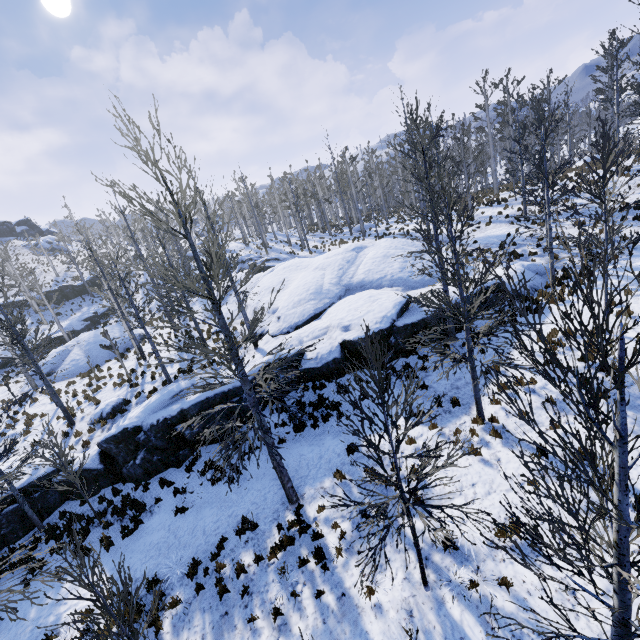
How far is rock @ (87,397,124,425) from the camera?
15.91m

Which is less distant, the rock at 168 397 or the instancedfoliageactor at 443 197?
the instancedfoliageactor at 443 197

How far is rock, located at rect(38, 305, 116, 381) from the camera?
24.10m

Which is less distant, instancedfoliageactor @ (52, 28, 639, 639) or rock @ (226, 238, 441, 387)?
instancedfoliageactor @ (52, 28, 639, 639)

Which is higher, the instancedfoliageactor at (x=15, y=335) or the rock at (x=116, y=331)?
the instancedfoliageactor at (x=15, y=335)

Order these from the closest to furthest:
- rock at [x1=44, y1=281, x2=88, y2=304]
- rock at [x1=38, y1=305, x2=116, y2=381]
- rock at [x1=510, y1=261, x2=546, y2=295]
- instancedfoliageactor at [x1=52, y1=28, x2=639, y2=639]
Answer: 1. instancedfoliageactor at [x1=52, y1=28, x2=639, y2=639]
2. rock at [x1=510, y1=261, x2=546, y2=295]
3. rock at [x1=38, y1=305, x2=116, y2=381]
4. rock at [x1=44, y1=281, x2=88, y2=304]

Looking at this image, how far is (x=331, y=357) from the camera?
13.2 meters

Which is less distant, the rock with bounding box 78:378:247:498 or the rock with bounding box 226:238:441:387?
the rock with bounding box 78:378:247:498
